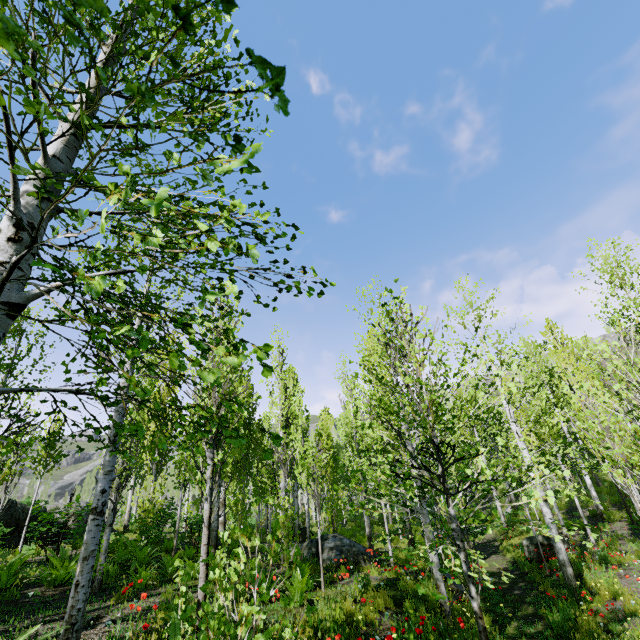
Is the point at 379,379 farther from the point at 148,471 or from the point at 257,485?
the point at 257,485

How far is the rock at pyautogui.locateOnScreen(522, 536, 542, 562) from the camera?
12.6m

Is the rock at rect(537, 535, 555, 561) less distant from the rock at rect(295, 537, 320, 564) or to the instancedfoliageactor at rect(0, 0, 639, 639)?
the instancedfoliageactor at rect(0, 0, 639, 639)

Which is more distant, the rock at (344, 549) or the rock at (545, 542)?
the rock at (545, 542)

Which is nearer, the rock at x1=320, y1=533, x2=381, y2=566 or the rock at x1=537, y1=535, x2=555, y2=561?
the rock at x1=320, y1=533, x2=381, y2=566

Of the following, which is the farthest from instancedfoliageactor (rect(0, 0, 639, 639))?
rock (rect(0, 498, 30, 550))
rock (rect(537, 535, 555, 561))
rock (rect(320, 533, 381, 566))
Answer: rock (rect(537, 535, 555, 561))
